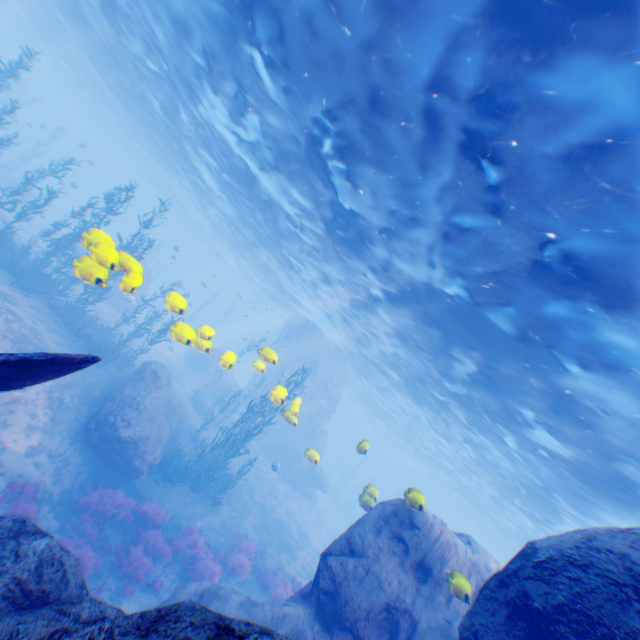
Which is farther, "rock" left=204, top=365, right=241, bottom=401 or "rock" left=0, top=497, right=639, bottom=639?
"rock" left=204, top=365, right=241, bottom=401

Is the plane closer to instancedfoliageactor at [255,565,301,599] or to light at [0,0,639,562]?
light at [0,0,639,562]

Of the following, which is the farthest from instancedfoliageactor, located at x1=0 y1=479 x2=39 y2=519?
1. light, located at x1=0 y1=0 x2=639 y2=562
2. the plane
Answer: light, located at x1=0 y1=0 x2=639 y2=562

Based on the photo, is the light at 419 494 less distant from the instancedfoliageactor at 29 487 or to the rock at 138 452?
the rock at 138 452

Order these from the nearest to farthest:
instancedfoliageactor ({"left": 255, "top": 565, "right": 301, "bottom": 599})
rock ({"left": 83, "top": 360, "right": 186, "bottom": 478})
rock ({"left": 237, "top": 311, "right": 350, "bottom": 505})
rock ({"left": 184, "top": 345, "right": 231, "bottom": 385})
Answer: rock ({"left": 184, "top": 345, "right": 231, "bottom": 385}), rock ({"left": 83, "top": 360, "right": 186, "bottom": 478}), instancedfoliageactor ({"left": 255, "top": 565, "right": 301, "bottom": 599}), rock ({"left": 237, "top": 311, "right": 350, "bottom": 505})

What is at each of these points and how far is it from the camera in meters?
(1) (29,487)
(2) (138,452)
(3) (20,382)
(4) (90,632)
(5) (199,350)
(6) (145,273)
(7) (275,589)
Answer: (1) instancedfoliageactor, 9.9
(2) rock, 13.7
(3) plane, 4.7
(4) rock, 2.3
(5) rock, 33.8
(6) rock, 28.8
(7) instancedfoliageactor, 14.0

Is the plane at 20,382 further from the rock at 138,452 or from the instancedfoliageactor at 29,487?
the instancedfoliageactor at 29,487

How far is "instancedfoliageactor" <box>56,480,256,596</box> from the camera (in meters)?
10.12
